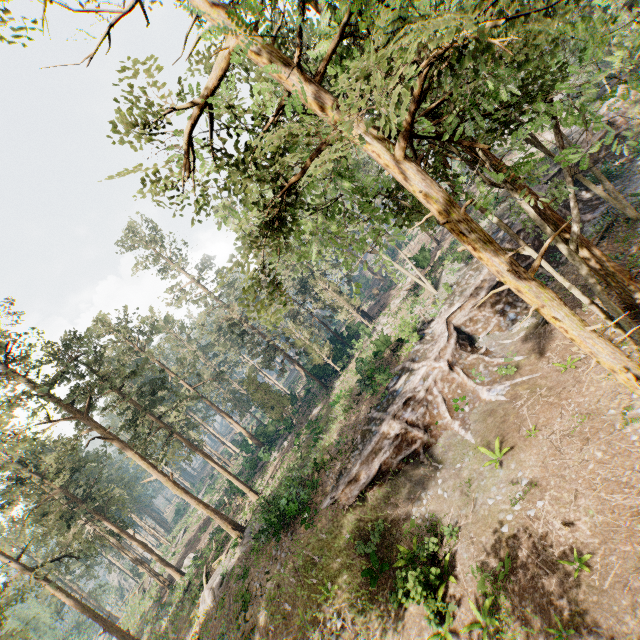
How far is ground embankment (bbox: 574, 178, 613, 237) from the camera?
23.73m

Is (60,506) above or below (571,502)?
above

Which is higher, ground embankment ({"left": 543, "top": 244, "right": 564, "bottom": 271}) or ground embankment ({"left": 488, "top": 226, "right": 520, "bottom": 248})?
ground embankment ({"left": 488, "top": 226, "right": 520, "bottom": 248})

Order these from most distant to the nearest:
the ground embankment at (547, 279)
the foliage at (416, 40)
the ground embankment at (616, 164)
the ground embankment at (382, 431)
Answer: the ground embankment at (616, 164) < the ground embankment at (547, 279) < the ground embankment at (382, 431) < the foliage at (416, 40)

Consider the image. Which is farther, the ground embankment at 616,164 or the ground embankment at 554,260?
the ground embankment at 616,164

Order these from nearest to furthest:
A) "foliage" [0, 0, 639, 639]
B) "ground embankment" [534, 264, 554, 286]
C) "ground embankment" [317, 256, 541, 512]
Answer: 1. "foliage" [0, 0, 639, 639]
2. "ground embankment" [317, 256, 541, 512]
3. "ground embankment" [534, 264, 554, 286]
